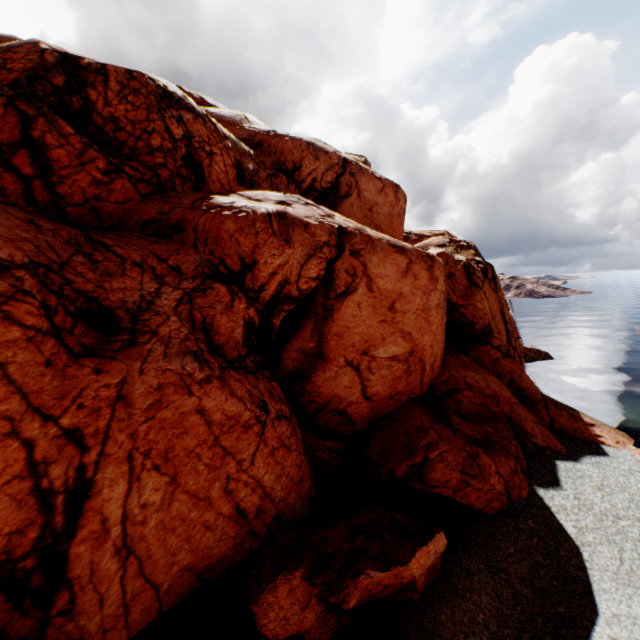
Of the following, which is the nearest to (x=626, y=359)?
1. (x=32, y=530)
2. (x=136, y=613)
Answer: (x=136, y=613)
